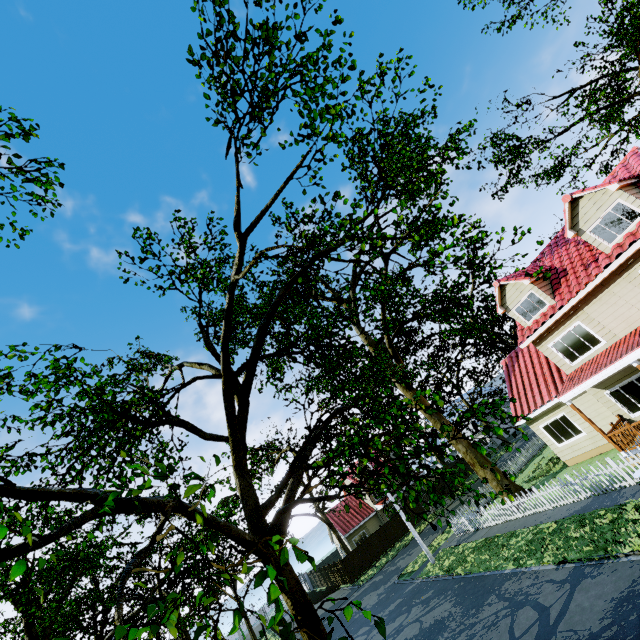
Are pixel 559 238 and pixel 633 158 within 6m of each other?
yes

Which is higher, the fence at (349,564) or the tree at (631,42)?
the tree at (631,42)

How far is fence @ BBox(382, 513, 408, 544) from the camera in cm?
3515

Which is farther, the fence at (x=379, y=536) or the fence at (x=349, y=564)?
the fence at (x=379, y=536)

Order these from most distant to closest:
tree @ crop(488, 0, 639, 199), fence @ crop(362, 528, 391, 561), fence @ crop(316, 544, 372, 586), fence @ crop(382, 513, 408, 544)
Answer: fence @ crop(382, 513, 408, 544)
fence @ crop(362, 528, 391, 561)
fence @ crop(316, 544, 372, 586)
tree @ crop(488, 0, 639, 199)

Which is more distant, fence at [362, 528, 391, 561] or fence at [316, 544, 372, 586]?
fence at [362, 528, 391, 561]
